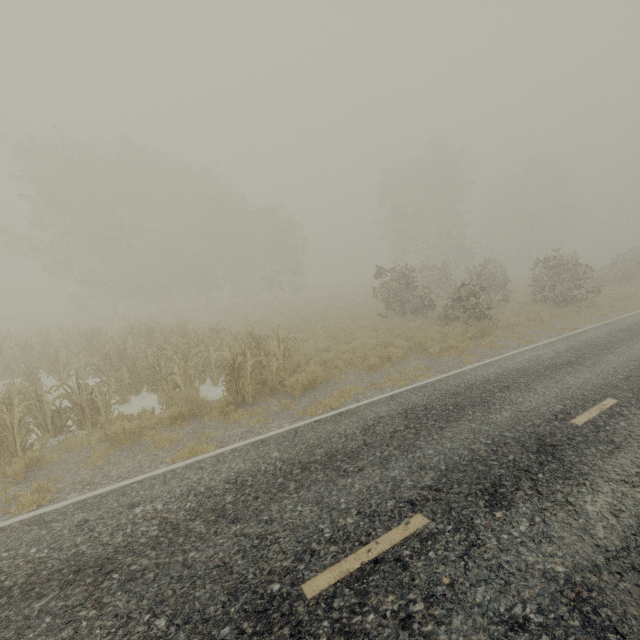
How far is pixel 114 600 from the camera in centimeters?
340cm
